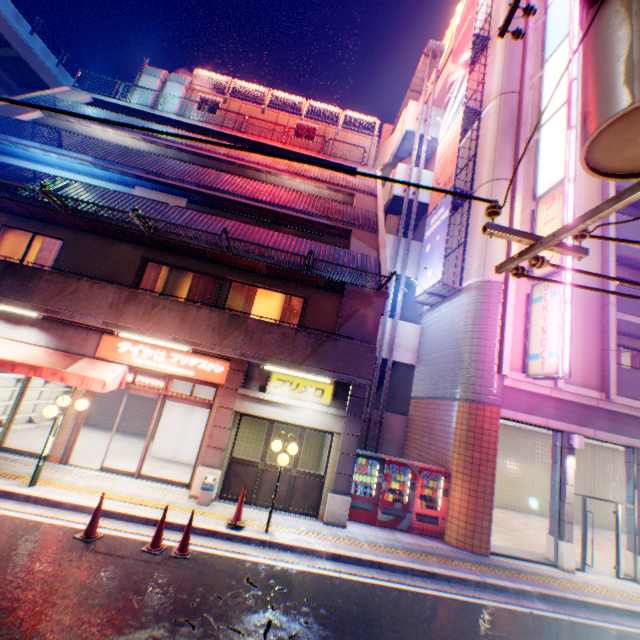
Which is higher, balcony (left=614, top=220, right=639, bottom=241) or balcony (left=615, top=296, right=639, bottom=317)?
balcony (left=614, top=220, right=639, bottom=241)

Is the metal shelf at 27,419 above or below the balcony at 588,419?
below

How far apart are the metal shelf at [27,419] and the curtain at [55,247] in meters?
3.5 m

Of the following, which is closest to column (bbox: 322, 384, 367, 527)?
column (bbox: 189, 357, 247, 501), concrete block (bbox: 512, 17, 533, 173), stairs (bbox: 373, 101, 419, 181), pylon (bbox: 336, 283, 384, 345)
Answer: pylon (bbox: 336, 283, 384, 345)

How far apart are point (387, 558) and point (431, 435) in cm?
551

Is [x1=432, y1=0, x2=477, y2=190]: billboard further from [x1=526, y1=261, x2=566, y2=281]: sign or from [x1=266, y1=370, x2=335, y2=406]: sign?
[x1=266, y1=370, x2=335, y2=406]: sign

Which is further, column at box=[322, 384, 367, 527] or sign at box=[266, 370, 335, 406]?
sign at box=[266, 370, 335, 406]

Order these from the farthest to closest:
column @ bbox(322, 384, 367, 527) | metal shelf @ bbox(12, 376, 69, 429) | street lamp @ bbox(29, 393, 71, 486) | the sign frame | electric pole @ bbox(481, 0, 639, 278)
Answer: the sign frame
metal shelf @ bbox(12, 376, 69, 429)
column @ bbox(322, 384, 367, 527)
street lamp @ bbox(29, 393, 71, 486)
electric pole @ bbox(481, 0, 639, 278)
